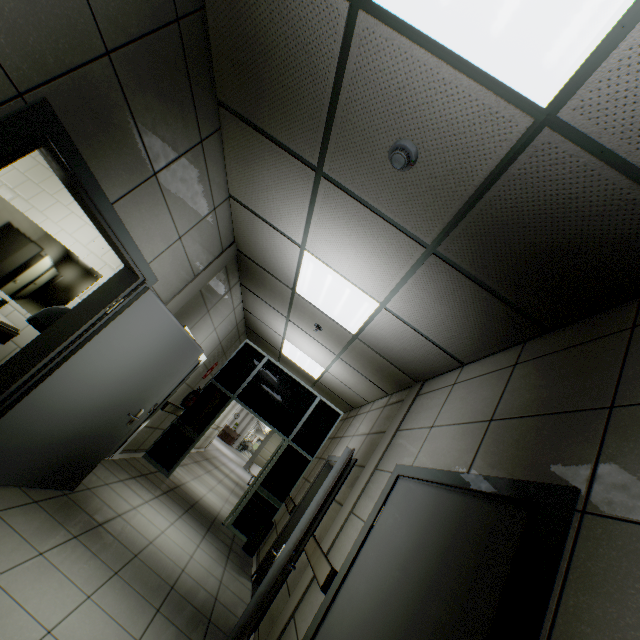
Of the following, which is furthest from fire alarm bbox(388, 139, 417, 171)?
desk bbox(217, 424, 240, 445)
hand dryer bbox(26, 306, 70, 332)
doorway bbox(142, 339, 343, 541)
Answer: desk bbox(217, 424, 240, 445)

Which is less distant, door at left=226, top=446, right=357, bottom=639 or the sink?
door at left=226, top=446, right=357, bottom=639

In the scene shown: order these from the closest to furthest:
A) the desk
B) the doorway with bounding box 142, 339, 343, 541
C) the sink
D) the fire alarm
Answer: the fire alarm → the sink → the doorway with bounding box 142, 339, 343, 541 → the desk

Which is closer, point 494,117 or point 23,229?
point 494,117

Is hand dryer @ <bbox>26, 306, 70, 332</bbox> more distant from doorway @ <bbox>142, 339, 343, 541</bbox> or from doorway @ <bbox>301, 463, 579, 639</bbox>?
doorway @ <bbox>142, 339, 343, 541</bbox>

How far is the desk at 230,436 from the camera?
27.7 meters

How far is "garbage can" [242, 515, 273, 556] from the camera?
5.9m

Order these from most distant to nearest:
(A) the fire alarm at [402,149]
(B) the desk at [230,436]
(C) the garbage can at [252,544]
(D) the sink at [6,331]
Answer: (B) the desk at [230,436]
(C) the garbage can at [252,544]
(D) the sink at [6,331]
(A) the fire alarm at [402,149]
